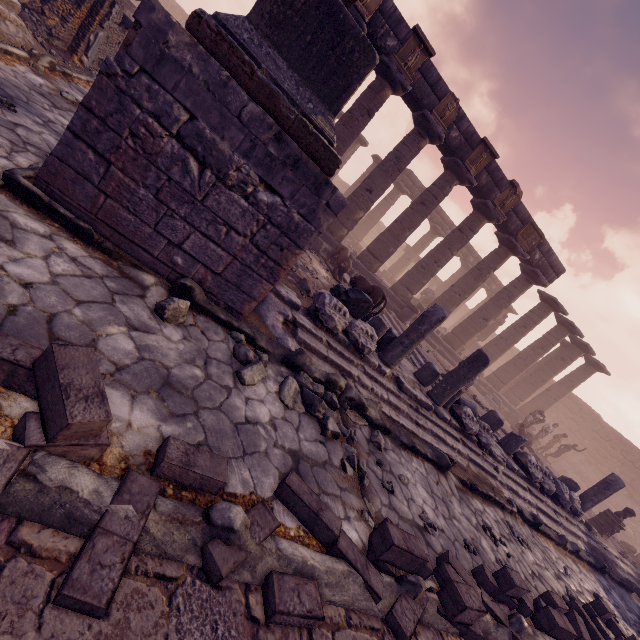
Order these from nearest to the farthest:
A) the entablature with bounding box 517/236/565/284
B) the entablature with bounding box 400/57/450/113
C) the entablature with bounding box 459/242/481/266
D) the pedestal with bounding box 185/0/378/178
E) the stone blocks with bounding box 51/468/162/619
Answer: the stone blocks with bounding box 51/468/162/619 → the pedestal with bounding box 185/0/378/178 → the entablature with bounding box 400/57/450/113 → the entablature with bounding box 517/236/565/284 → the entablature with bounding box 459/242/481/266

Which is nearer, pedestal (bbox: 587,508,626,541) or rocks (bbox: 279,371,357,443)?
rocks (bbox: 279,371,357,443)

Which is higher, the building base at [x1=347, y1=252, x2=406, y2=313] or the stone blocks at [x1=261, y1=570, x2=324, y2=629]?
the building base at [x1=347, y1=252, x2=406, y2=313]

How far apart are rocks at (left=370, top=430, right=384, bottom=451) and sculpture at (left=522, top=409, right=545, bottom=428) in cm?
1578

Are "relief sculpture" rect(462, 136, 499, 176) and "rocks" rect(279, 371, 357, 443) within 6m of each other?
no

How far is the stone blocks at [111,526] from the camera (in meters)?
1.18

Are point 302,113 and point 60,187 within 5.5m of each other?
yes

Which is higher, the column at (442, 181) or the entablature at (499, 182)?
the entablature at (499, 182)
